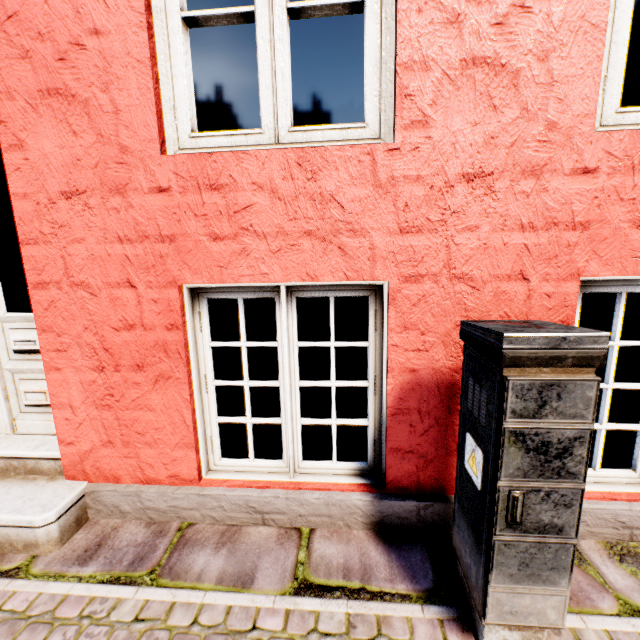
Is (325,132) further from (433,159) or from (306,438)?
(306,438)
